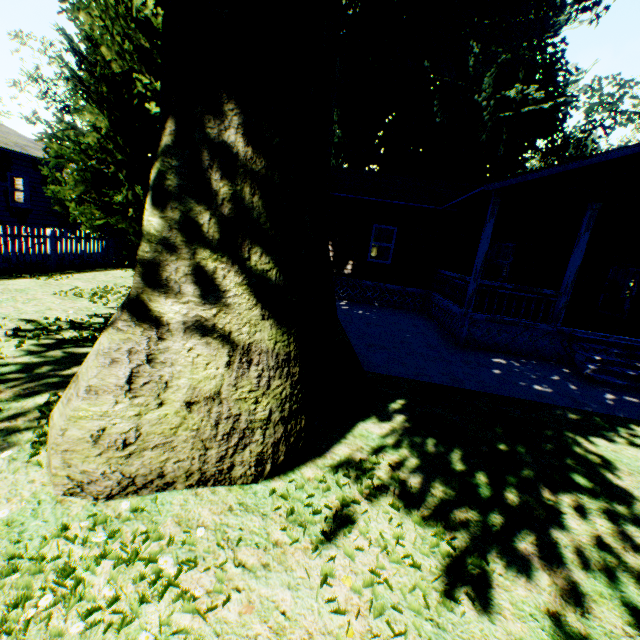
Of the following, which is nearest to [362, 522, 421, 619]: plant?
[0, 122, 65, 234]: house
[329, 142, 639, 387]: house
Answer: [329, 142, 639, 387]: house

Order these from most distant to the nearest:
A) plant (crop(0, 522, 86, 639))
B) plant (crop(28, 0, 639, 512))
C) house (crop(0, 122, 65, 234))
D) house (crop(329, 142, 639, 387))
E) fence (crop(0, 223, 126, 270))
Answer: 1. house (crop(0, 122, 65, 234))
2. fence (crop(0, 223, 126, 270))
3. house (crop(329, 142, 639, 387))
4. plant (crop(28, 0, 639, 512))
5. plant (crop(0, 522, 86, 639))

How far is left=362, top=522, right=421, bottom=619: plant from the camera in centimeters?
224cm

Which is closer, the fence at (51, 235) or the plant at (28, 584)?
the plant at (28, 584)

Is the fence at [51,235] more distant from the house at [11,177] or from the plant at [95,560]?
the house at [11,177]

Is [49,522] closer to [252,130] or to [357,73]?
[252,130]

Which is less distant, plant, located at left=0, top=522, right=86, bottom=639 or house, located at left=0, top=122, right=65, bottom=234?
plant, located at left=0, top=522, right=86, bottom=639

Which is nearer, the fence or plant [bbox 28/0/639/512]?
plant [bbox 28/0/639/512]
